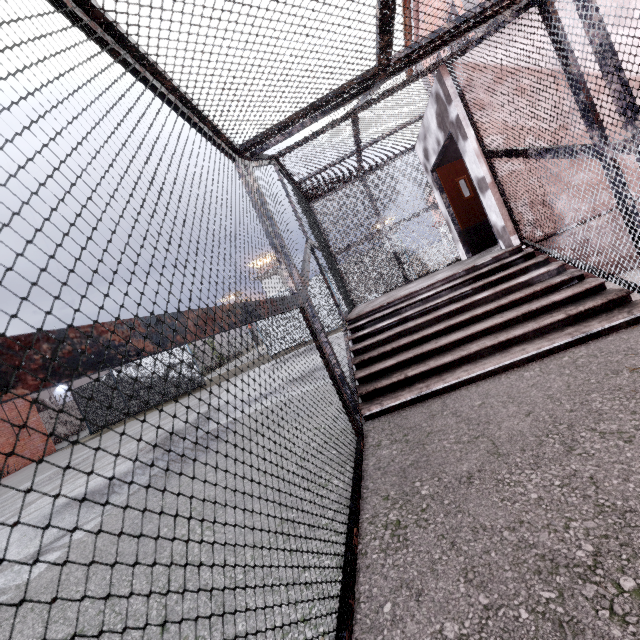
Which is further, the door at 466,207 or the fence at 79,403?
the fence at 79,403

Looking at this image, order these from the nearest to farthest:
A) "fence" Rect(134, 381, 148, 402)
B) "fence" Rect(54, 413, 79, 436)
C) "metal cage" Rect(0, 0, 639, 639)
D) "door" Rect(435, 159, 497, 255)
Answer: "metal cage" Rect(0, 0, 639, 639), "door" Rect(435, 159, 497, 255), "fence" Rect(134, 381, 148, 402), "fence" Rect(54, 413, 79, 436)

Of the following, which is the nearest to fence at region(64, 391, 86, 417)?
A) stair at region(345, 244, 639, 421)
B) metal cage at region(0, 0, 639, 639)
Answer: metal cage at region(0, 0, 639, 639)

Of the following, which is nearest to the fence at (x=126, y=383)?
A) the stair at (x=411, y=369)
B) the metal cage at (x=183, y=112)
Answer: the metal cage at (x=183, y=112)

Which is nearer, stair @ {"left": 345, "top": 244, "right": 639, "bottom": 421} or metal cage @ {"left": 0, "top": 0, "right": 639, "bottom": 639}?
metal cage @ {"left": 0, "top": 0, "right": 639, "bottom": 639}

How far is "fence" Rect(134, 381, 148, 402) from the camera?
17.7m

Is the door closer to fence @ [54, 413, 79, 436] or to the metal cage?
the metal cage

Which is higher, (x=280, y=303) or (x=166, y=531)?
(x=280, y=303)
